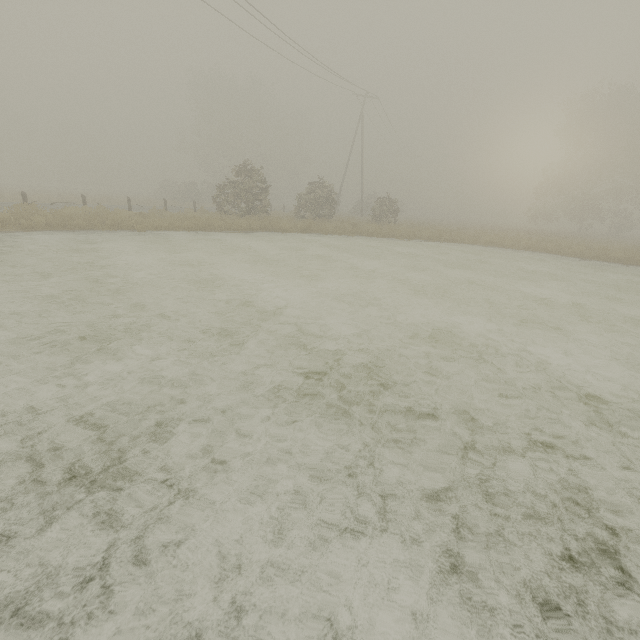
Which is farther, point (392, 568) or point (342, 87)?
point (342, 87)
